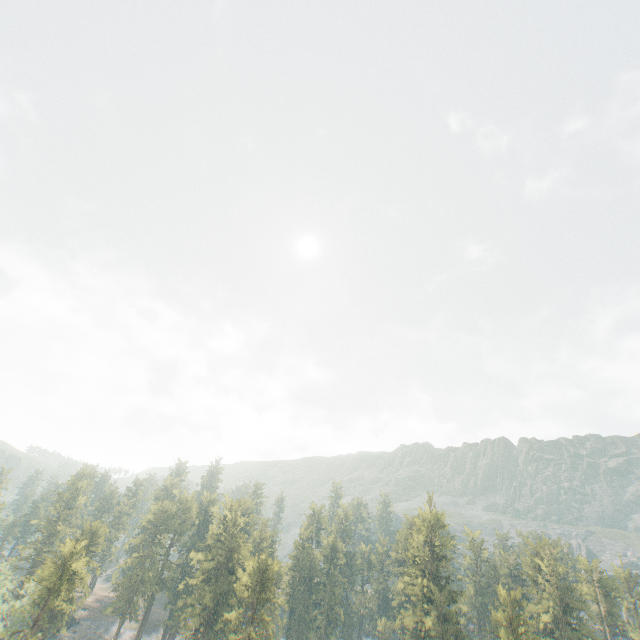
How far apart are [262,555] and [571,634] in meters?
58.1 m

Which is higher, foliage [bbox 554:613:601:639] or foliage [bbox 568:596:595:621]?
foliage [bbox 568:596:595:621]

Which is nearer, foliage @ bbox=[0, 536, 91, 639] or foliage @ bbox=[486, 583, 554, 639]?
foliage @ bbox=[0, 536, 91, 639]

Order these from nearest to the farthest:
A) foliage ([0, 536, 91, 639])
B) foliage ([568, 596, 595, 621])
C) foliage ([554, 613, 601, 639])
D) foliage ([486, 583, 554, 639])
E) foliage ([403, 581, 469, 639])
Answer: foliage ([0, 536, 91, 639])
foliage ([486, 583, 554, 639])
foliage ([403, 581, 469, 639])
foliage ([568, 596, 595, 621])
foliage ([554, 613, 601, 639])

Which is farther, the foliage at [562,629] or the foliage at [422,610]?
the foliage at [562,629]

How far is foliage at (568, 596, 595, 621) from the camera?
56.59m
